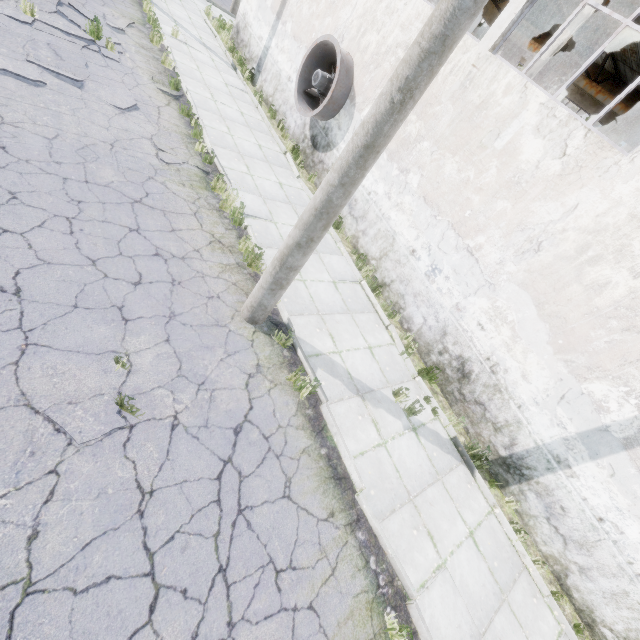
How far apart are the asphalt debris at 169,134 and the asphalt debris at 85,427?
5.76m

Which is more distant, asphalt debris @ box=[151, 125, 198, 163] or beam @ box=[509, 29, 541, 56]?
beam @ box=[509, 29, 541, 56]

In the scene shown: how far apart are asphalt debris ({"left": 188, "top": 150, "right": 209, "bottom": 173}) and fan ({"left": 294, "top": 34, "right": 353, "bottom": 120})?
3.7m

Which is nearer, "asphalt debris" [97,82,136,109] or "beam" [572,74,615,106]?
"asphalt debris" [97,82,136,109]

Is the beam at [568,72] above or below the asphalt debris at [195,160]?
above

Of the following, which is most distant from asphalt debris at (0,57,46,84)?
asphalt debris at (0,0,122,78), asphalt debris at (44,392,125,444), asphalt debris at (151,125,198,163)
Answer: asphalt debris at (44,392,125,444)

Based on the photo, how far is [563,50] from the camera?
8.4m

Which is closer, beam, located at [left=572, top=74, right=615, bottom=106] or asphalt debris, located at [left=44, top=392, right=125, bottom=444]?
asphalt debris, located at [left=44, top=392, right=125, bottom=444]
